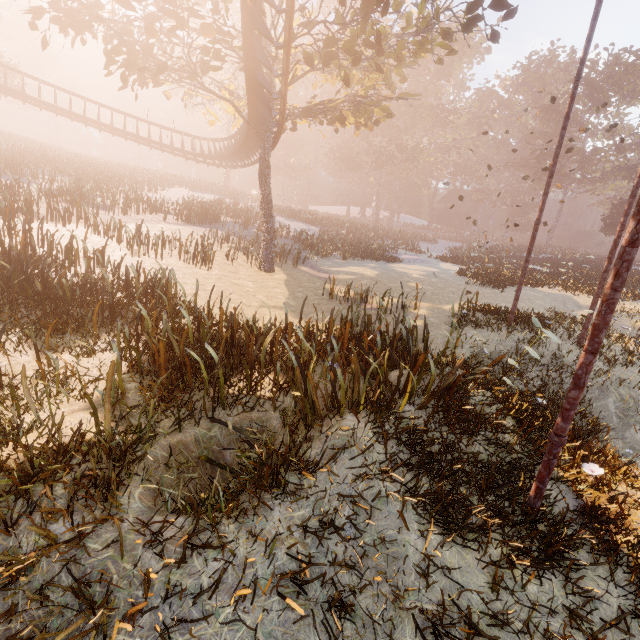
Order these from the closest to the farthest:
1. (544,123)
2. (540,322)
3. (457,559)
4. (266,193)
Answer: (457,559) < (540,322) < (266,193) < (544,123)

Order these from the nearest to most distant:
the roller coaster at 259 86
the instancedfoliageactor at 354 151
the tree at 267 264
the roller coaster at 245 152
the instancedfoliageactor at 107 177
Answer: the instancedfoliageactor at 107 177 → the roller coaster at 259 86 → the tree at 267 264 → the roller coaster at 245 152 → the instancedfoliageactor at 354 151

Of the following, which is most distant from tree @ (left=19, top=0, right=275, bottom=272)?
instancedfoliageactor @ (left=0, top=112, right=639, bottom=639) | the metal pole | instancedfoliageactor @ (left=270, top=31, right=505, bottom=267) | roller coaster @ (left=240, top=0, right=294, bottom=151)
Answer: instancedfoliageactor @ (left=270, top=31, right=505, bottom=267)

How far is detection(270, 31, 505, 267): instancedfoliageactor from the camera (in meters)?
30.38

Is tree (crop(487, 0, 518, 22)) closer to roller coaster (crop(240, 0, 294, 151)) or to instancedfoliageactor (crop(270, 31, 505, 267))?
roller coaster (crop(240, 0, 294, 151))

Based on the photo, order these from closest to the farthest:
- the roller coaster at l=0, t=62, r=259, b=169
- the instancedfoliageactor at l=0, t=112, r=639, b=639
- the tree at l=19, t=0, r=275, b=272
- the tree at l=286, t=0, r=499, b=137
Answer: the instancedfoliageactor at l=0, t=112, r=639, b=639 < the tree at l=19, t=0, r=275, b=272 < the tree at l=286, t=0, r=499, b=137 < the roller coaster at l=0, t=62, r=259, b=169

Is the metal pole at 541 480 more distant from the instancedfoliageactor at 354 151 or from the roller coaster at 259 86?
the instancedfoliageactor at 354 151
